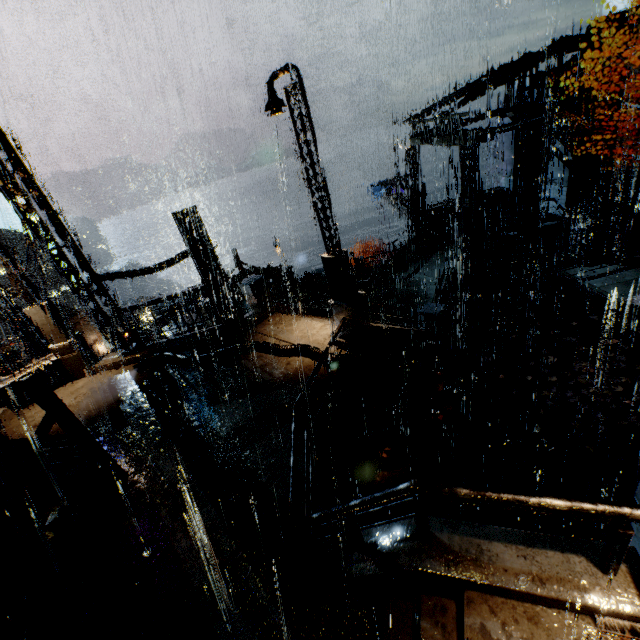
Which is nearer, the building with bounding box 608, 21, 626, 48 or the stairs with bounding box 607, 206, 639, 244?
the building with bounding box 608, 21, 626, 48

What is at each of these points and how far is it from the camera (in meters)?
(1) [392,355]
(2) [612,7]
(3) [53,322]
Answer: (1) building, 12.20
(2) building, 53.75
(3) street light, 12.33

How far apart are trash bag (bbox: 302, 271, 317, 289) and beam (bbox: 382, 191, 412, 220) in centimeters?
853cm

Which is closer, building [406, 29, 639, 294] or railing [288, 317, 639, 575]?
railing [288, 317, 639, 575]

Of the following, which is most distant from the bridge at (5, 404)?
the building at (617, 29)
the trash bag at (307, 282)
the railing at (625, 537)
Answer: the building at (617, 29)

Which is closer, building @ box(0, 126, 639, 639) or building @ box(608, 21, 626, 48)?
building @ box(0, 126, 639, 639)

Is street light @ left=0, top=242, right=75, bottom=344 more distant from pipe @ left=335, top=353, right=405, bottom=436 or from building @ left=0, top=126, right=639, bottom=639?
pipe @ left=335, top=353, right=405, bottom=436

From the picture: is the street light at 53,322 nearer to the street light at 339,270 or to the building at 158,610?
the building at 158,610
